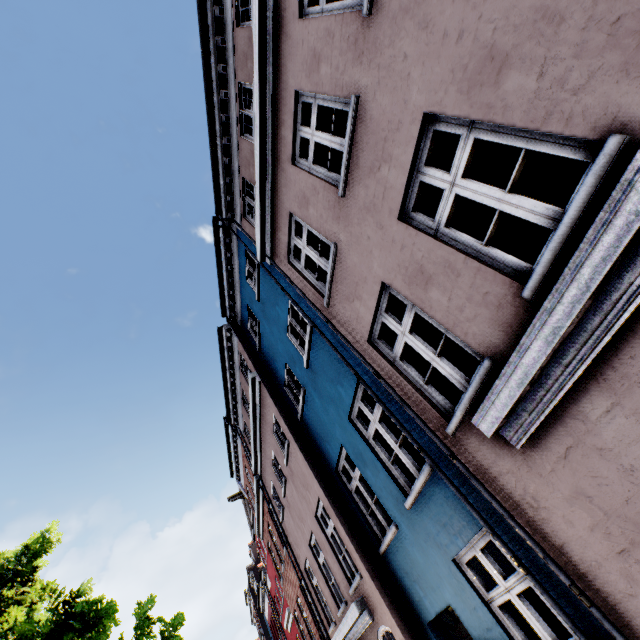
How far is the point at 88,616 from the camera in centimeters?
688cm

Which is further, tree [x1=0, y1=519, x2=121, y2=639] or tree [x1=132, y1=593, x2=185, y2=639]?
tree [x1=132, y1=593, x2=185, y2=639]

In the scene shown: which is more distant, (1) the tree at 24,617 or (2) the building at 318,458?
(1) the tree at 24,617

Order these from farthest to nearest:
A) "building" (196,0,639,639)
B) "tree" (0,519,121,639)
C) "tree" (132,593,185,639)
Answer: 1. "tree" (132,593,185,639)
2. "tree" (0,519,121,639)
3. "building" (196,0,639,639)

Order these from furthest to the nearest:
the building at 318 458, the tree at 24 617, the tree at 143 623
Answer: the tree at 143 623, the tree at 24 617, the building at 318 458

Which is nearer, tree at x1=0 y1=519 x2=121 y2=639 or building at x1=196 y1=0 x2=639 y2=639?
building at x1=196 y1=0 x2=639 y2=639
